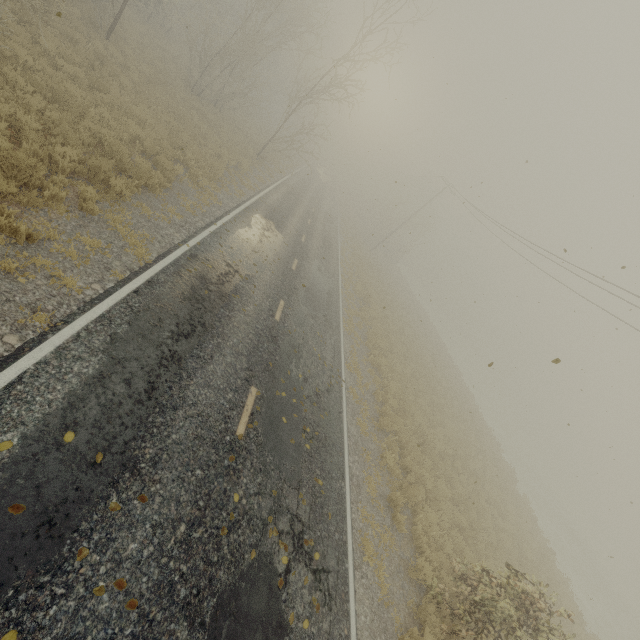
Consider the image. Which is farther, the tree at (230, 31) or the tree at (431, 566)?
the tree at (230, 31)

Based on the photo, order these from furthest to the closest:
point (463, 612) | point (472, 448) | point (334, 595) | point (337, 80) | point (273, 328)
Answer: point (337, 80) → point (472, 448) → point (273, 328) → point (463, 612) → point (334, 595)

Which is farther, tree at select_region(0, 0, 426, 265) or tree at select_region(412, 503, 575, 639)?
tree at select_region(0, 0, 426, 265)
